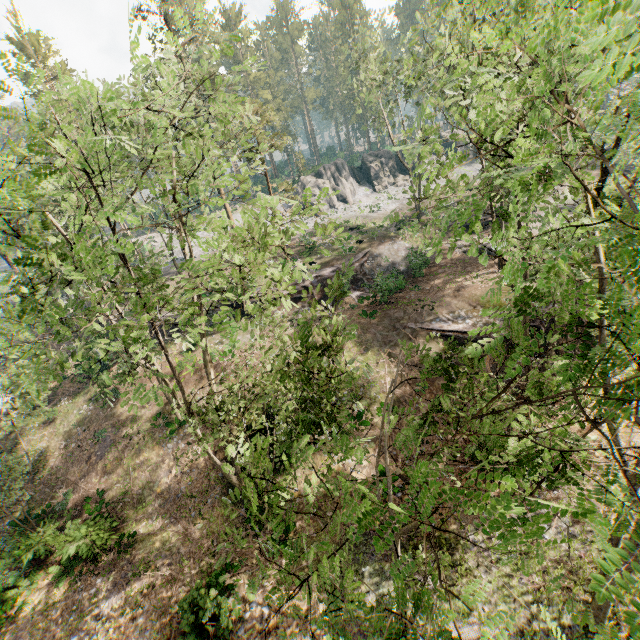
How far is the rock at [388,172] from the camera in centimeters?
4897cm

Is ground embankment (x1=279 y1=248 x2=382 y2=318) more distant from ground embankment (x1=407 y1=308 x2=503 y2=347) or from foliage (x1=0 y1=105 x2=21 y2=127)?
ground embankment (x1=407 y1=308 x2=503 y2=347)

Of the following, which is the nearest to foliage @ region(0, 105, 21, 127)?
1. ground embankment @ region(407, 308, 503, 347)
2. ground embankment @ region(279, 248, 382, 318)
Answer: ground embankment @ region(407, 308, 503, 347)

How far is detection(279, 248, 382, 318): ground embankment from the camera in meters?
28.1 m

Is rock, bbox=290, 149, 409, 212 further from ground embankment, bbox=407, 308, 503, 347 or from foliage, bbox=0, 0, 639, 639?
ground embankment, bbox=407, 308, 503, 347

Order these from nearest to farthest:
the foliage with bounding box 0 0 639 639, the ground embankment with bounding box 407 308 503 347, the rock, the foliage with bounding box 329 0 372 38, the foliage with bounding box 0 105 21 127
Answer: the foliage with bounding box 0 0 639 639 → the foliage with bounding box 0 105 21 127 → the ground embankment with bounding box 407 308 503 347 → the foliage with bounding box 329 0 372 38 → the rock

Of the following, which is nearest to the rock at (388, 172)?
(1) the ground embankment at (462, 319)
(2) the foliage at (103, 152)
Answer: (2) the foliage at (103, 152)

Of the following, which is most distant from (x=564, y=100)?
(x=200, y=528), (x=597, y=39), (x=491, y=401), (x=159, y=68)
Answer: (x=200, y=528)
